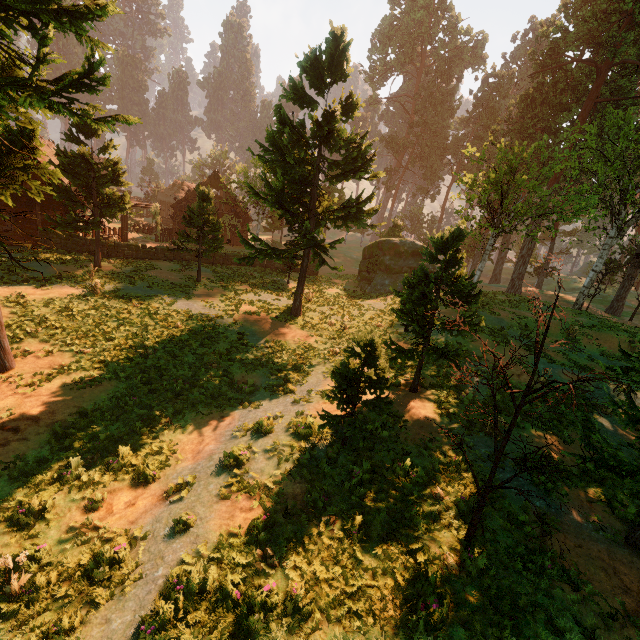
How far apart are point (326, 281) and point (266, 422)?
21.5 meters

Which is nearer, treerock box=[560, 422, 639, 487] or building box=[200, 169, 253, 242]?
treerock box=[560, 422, 639, 487]

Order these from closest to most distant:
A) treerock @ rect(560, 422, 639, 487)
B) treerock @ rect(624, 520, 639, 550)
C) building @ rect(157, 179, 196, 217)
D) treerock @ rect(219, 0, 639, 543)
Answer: treerock @ rect(560, 422, 639, 487) < treerock @ rect(624, 520, 639, 550) < treerock @ rect(219, 0, 639, 543) < building @ rect(157, 179, 196, 217)

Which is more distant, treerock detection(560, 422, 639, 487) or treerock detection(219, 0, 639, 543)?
treerock detection(219, 0, 639, 543)

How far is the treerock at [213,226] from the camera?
20.12m

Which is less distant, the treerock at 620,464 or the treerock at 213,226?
the treerock at 620,464

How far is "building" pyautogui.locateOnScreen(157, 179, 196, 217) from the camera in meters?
36.5

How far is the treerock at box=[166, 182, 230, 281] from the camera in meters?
20.1 m
